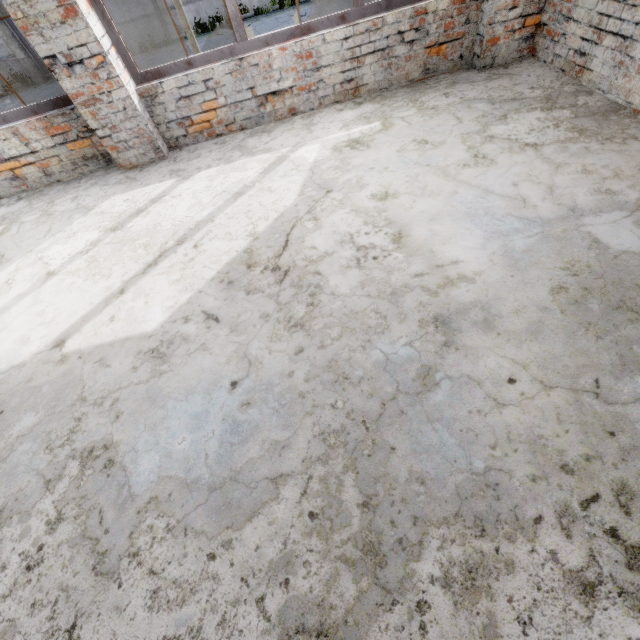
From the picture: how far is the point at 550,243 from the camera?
2.1m
